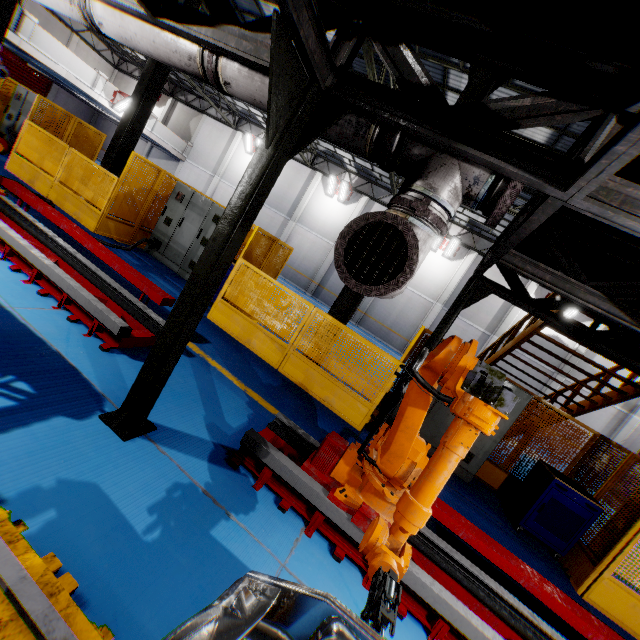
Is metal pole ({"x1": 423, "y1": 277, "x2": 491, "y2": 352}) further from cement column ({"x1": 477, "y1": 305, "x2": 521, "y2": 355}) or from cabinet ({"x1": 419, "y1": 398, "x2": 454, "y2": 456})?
cement column ({"x1": 477, "y1": 305, "x2": 521, "y2": 355})

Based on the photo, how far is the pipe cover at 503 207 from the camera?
2.21m

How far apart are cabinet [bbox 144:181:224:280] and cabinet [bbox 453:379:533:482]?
5.9m

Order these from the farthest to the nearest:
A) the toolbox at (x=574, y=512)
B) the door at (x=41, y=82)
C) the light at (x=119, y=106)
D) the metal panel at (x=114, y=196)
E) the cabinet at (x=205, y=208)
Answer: the door at (x=41, y=82) → the light at (x=119, y=106) → the cabinet at (x=205, y=208) → the metal panel at (x=114, y=196) → the toolbox at (x=574, y=512)

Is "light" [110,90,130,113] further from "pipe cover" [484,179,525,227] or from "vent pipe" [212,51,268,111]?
"pipe cover" [484,179,525,227]

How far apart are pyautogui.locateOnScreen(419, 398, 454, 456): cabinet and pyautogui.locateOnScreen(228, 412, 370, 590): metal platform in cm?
Answer: 307

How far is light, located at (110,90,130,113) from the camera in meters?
20.3 m

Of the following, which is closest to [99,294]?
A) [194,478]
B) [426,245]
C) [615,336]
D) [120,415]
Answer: [120,415]
